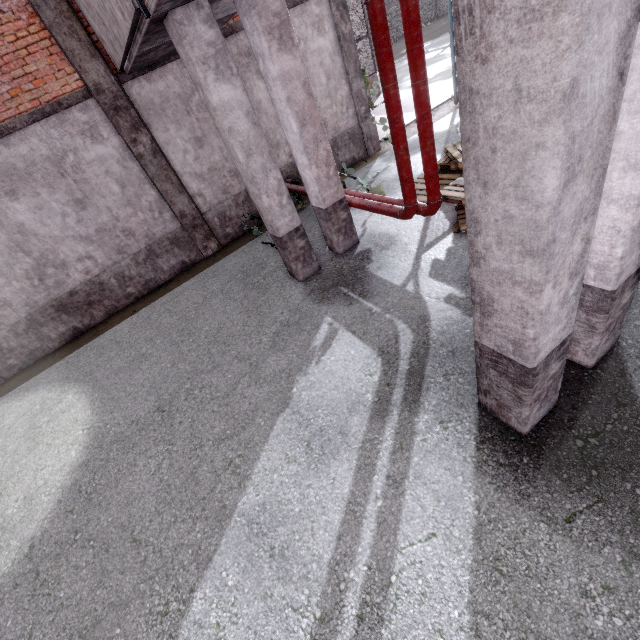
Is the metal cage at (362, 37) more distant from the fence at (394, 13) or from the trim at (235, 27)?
the trim at (235, 27)

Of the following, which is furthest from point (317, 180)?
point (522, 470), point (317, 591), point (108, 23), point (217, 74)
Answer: point (317, 591)

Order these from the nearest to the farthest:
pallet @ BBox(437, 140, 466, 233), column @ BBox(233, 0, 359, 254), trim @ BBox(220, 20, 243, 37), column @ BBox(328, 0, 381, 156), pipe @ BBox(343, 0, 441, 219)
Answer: pipe @ BBox(343, 0, 441, 219)
column @ BBox(233, 0, 359, 254)
pallet @ BBox(437, 140, 466, 233)
trim @ BBox(220, 20, 243, 37)
column @ BBox(328, 0, 381, 156)

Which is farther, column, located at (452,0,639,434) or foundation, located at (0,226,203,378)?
foundation, located at (0,226,203,378)

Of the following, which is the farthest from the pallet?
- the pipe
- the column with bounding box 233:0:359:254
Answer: the column with bounding box 233:0:359:254

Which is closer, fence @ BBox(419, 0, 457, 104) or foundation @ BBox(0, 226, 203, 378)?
foundation @ BBox(0, 226, 203, 378)

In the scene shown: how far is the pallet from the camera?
5.3m

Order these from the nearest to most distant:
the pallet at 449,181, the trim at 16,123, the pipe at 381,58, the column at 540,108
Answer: the column at 540,108
the pipe at 381,58
the pallet at 449,181
the trim at 16,123
